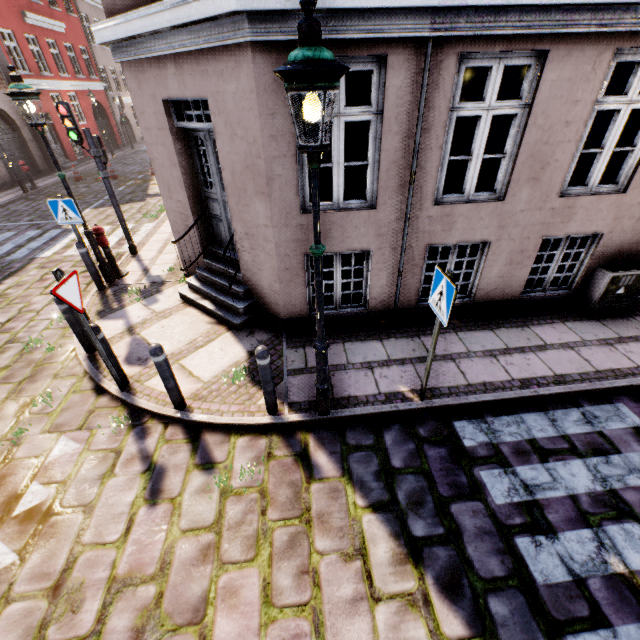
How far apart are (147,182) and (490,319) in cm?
1758

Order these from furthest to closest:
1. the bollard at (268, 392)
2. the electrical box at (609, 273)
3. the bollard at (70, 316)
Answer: the electrical box at (609, 273) < the bollard at (70, 316) < the bollard at (268, 392)

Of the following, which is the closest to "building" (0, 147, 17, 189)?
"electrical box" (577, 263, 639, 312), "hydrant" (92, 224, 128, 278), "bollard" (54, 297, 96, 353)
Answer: "electrical box" (577, 263, 639, 312)

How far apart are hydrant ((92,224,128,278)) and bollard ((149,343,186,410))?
4.8m

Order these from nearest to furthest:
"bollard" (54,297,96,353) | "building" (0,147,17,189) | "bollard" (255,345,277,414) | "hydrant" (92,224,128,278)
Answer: "bollard" (255,345,277,414) < "bollard" (54,297,96,353) < "hydrant" (92,224,128,278) < "building" (0,147,17,189)

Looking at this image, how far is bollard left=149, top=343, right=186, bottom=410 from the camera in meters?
3.8 m

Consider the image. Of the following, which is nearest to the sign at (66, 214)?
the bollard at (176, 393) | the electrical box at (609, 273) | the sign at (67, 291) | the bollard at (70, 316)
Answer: the bollard at (70, 316)

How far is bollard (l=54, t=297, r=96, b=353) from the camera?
4.9m
